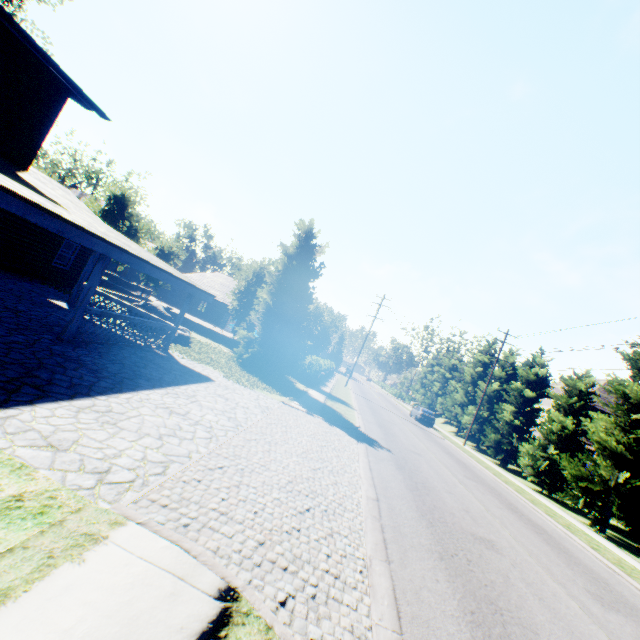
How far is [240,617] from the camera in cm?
289

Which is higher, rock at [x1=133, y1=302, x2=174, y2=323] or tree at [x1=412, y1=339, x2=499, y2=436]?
tree at [x1=412, y1=339, x2=499, y2=436]

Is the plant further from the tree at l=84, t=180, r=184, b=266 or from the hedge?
the hedge

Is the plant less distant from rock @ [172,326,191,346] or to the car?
rock @ [172,326,191,346]

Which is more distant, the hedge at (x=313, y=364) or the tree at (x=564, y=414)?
the hedge at (x=313, y=364)

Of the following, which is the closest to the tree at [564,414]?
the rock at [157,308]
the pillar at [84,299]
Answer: the rock at [157,308]

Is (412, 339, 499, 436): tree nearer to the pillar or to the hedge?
the hedge

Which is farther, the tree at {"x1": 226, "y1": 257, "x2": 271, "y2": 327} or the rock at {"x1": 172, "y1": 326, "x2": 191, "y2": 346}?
the tree at {"x1": 226, "y1": 257, "x2": 271, "y2": 327}
